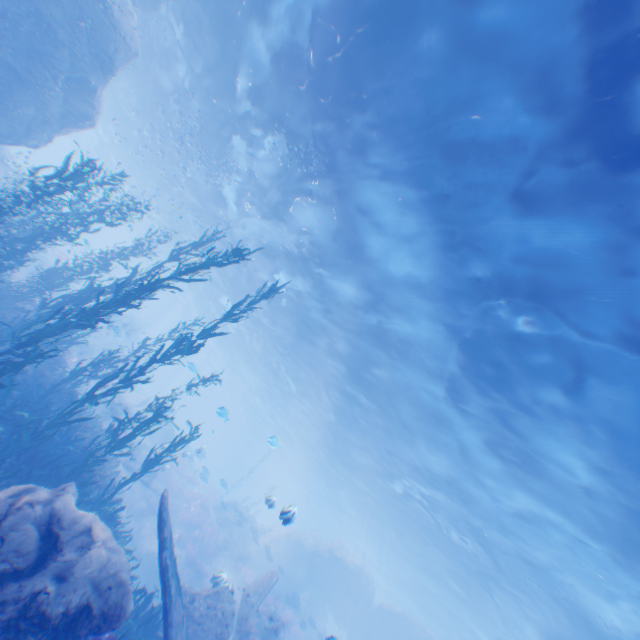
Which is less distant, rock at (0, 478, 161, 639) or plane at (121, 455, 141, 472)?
rock at (0, 478, 161, 639)

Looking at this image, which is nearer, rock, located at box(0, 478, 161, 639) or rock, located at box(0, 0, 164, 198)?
rock, located at box(0, 478, 161, 639)

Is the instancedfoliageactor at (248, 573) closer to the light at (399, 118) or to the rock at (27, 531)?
the rock at (27, 531)

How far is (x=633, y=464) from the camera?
9.2 meters

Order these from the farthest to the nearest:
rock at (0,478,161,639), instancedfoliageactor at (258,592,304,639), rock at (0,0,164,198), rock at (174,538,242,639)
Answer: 1. instancedfoliageactor at (258,592,304,639)
2. rock at (0,0,164,198)
3. rock at (174,538,242,639)
4. rock at (0,478,161,639)

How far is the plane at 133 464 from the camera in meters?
18.5 m

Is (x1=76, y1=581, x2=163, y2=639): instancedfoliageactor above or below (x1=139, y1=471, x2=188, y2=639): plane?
below

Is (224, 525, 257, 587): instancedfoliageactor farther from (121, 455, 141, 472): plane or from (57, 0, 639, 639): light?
(57, 0, 639, 639): light
